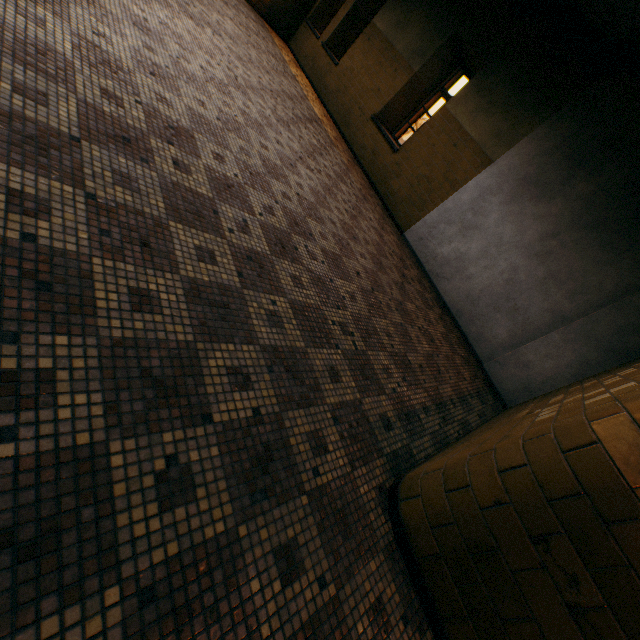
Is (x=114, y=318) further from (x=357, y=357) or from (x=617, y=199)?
(x=617, y=199)
